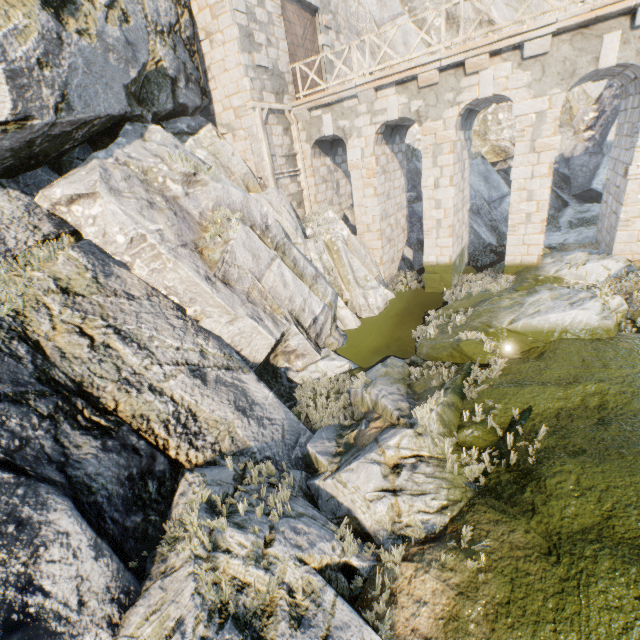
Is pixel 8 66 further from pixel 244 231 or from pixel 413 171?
pixel 413 171

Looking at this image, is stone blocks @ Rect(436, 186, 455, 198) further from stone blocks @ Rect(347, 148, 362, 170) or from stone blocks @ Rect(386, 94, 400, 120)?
stone blocks @ Rect(386, 94, 400, 120)

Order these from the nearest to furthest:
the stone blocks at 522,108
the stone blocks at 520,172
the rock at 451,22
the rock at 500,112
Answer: the stone blocks at 522,108 → the stone blocks at 520,172 → the rock at 500,112 → the rock at 451,22

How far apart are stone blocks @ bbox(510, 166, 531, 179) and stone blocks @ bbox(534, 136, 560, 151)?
0.40m

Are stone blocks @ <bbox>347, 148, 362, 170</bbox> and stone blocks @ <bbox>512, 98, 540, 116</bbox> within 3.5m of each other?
no

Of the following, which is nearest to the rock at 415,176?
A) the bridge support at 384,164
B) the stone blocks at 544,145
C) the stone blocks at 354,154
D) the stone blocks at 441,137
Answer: the bridge support at 384,164

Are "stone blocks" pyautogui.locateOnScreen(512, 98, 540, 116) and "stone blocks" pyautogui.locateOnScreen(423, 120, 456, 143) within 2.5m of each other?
yes

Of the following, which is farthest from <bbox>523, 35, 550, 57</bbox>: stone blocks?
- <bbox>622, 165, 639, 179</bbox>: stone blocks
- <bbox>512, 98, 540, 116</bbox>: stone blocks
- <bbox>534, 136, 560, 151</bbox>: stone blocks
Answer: <bbox>622, 165, 639, 179</bbox>: stone blocks
